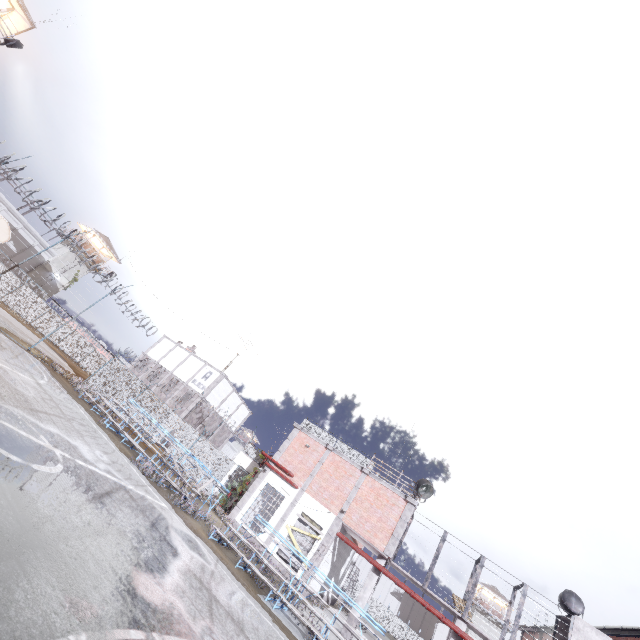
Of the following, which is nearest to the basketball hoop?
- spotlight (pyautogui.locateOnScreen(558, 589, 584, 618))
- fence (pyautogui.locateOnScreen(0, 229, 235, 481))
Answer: fence (pyautogui.locateOnScreen(0, 229, 235, 481))

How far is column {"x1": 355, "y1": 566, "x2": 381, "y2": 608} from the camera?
16.9 meters

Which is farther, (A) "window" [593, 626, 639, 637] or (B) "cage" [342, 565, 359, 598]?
(B) "cage" [342, 565, 359, 598]

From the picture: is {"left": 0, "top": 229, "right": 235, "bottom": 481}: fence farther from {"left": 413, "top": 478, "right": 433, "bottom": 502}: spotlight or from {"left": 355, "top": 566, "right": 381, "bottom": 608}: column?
{"left": 413, "top": 478, "right": 433, "bottom": 502}: spotlight

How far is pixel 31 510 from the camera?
4.6m

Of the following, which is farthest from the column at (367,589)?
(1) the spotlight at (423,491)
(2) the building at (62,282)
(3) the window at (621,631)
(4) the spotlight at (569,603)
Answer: (2) the building at (62,282)

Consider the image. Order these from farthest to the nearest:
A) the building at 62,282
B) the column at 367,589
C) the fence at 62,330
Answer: the building at 62,282, the fence at 62,330, the column at 367,589

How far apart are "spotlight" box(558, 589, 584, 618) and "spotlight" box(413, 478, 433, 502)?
7.6 meters
